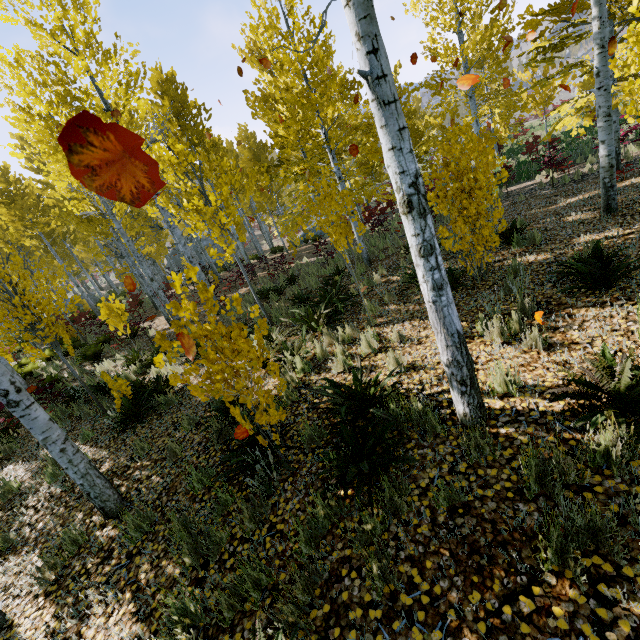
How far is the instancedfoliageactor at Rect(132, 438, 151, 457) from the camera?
5.2m

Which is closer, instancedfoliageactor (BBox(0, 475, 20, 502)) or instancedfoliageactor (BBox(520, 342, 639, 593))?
instancedfoliageactor (BBox(520, 342, 639, 593))

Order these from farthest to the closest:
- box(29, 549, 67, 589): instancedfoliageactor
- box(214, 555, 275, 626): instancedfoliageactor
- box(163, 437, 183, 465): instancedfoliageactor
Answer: box(163, 437, 183, 465): instancedfoliageactor → box(29, 549, 67, 589): instancedfoliageactor → box(214, 555, 275, 626): instancedfoliageactor

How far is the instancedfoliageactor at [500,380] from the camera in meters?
3.3

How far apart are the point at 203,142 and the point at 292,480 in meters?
16.2

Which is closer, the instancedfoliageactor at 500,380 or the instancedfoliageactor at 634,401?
the instancedfoliageactor at 634,401
